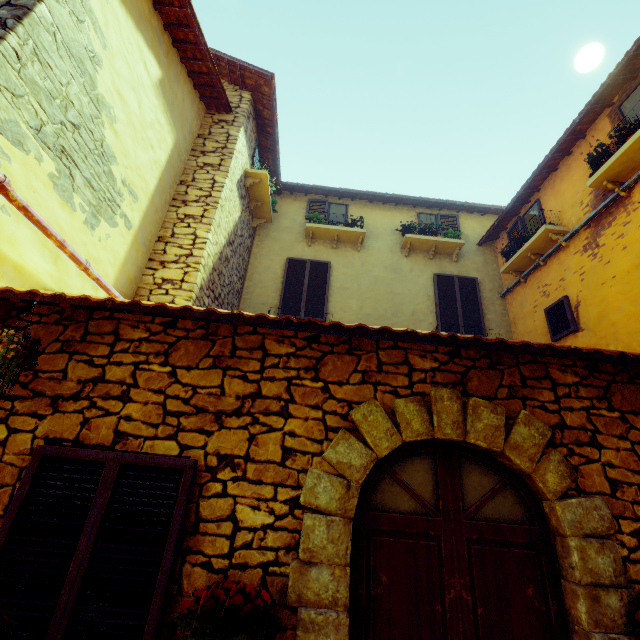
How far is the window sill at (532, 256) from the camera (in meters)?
6.12

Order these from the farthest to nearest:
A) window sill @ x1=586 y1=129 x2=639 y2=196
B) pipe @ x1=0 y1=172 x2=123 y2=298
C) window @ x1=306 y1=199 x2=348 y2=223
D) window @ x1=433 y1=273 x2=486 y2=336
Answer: window @ x1=306 y1=199 x2=348 y2=223, window @ x1=433 y1=273 x2=486 y2=336, window sill @ x1=586 y1=129 x2=639 y2=196, pipe @ x1=0 y1=172 x2=123 y2=298

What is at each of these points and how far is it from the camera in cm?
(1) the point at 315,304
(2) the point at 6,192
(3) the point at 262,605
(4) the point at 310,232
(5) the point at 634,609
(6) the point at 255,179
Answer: (1) window, 746
(2) pipe, 233
(3) flower pot, 188
(4) window sill, 808
(5) flower pot, 206
(6) window sill, 695

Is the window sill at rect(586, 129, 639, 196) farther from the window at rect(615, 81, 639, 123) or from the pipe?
the pipe

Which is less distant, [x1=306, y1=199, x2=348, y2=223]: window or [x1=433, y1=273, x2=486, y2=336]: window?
[x1=433, y1=273, x2=486, y2=336]: window

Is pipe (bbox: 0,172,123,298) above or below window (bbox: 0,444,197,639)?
above

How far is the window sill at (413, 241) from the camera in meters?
Answer: 8.0 m

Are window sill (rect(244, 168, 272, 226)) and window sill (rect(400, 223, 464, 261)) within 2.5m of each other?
no
